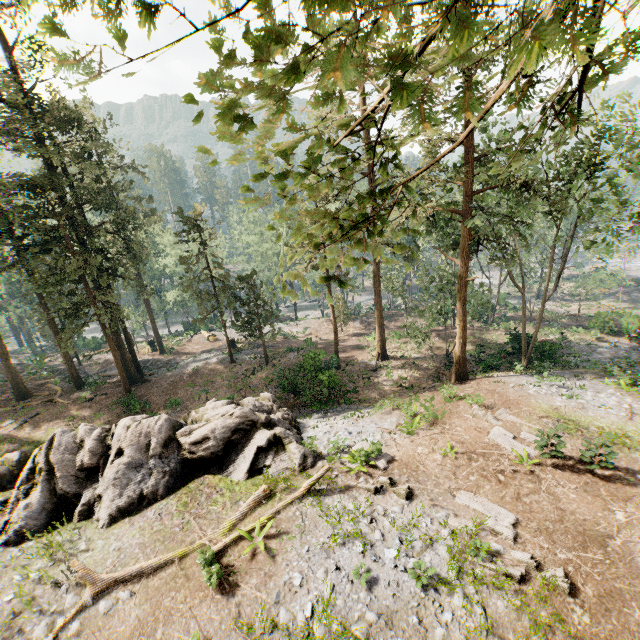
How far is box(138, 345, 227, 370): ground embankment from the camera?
36.8m

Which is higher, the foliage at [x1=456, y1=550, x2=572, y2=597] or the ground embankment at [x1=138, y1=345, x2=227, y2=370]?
the foliage at [x1=456, y1=550, x2=572, y2=597]

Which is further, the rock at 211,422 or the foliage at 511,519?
the rock at 211,422

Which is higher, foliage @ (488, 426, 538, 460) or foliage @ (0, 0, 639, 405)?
foliage @ (0, 0, 639, 405)

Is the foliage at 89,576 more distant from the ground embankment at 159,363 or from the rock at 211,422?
the rock at 211,422

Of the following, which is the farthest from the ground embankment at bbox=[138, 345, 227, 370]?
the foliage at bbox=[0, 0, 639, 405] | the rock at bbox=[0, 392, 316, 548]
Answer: the rock at bbox=[0, 392, 316, 548]

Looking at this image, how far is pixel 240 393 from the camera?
28.50m
